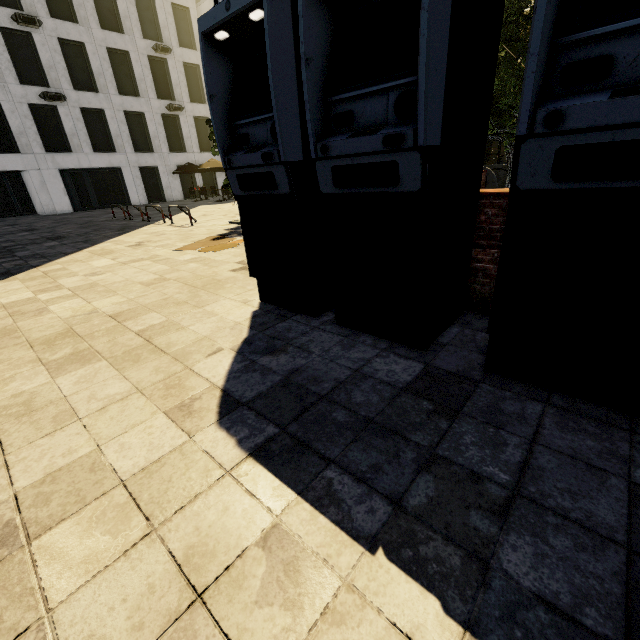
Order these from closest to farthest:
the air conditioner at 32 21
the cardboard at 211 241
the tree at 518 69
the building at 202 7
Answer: the tree at 518 69
the cardboard at 211 241
the air conditioner at 32 21
the building at 202 7

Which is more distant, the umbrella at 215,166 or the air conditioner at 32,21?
the umbrella at 215,166

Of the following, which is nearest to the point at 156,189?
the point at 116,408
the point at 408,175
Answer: the point at 116,408

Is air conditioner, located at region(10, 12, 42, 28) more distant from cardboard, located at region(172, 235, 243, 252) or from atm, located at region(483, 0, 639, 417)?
atm, located at region(483, 0, 639, 417)

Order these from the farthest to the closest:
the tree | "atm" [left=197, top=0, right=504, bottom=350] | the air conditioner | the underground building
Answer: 1. the air conditioner
2. the underground building
3. the tree
4. "atm" [left=197, top=0, right=504, bottom=350]

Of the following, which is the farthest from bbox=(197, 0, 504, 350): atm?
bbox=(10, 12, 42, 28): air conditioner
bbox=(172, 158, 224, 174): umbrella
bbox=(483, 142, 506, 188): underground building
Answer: bbox=(10, 12, 42, 28): air conditioner

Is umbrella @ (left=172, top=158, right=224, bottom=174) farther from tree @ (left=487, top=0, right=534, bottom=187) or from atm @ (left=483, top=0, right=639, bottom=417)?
atm @ (left=483, top=0, right=639, bottom=417)

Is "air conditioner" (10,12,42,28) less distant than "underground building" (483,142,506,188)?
No
